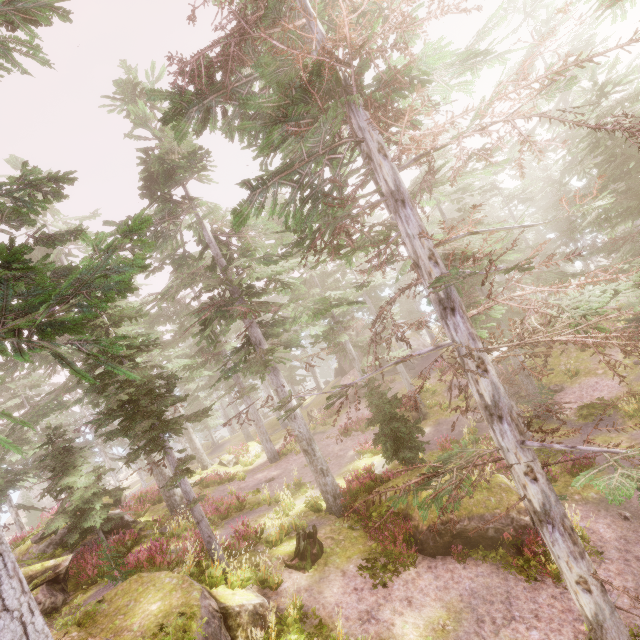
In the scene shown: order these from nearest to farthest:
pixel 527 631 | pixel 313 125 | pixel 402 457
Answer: pixel 313 125 → pixel 527 631 → pixel 402 457

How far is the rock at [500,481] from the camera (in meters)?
10.67

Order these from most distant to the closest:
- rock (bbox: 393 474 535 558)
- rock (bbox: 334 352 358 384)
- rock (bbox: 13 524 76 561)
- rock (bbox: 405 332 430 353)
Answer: rock (bbox: 405 332 430 353) < rock (bbox: 334 352 358 384) < rock (bbox: 13 524 76 561) < rock (bbox: 393 474 535 558)

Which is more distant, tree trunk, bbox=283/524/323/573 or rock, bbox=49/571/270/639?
tree trunk, bbox=283/524/323/573

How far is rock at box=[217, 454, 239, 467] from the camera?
29.3 meters

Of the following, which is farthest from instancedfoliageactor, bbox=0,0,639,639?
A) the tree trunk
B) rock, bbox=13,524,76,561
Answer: the tree trunk

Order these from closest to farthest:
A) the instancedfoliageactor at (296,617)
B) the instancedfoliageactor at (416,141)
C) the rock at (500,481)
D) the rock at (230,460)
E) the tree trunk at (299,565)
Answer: the instancedfoliageactor at (416,141) → the instancedfoliageactor at (296,617) → the rock at (500,481) → the tree trunk at (299,565) → the rock at (230,460)
